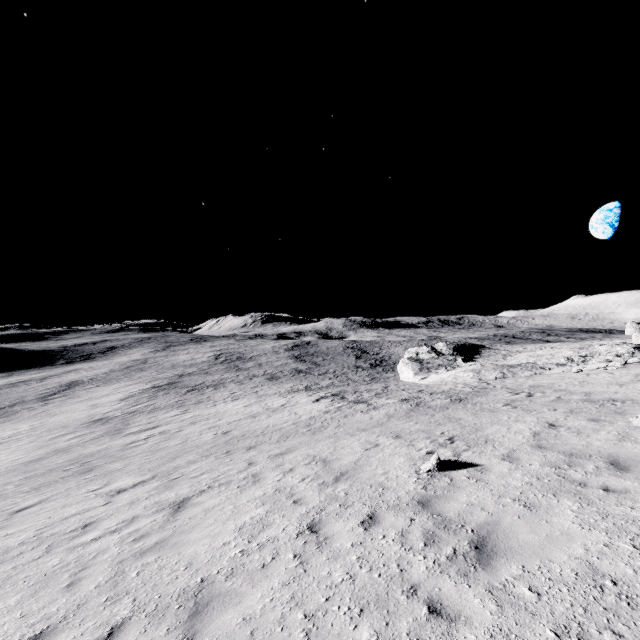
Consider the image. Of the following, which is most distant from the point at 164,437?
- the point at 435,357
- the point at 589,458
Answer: the point at 435,357
